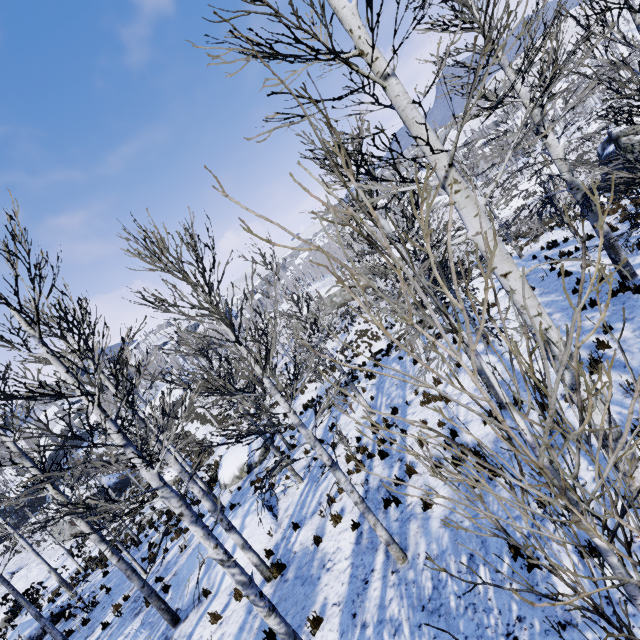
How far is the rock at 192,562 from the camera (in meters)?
10.12

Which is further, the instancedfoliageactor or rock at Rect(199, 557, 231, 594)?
rock at Rect(199, 557, 231, 594)

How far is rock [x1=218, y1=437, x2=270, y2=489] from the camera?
17.9m

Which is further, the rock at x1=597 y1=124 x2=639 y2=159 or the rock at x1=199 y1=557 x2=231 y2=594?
the rock at x1=597 y1=124 x2=639 y2=159

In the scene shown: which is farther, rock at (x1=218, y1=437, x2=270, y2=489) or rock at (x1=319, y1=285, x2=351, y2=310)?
rock at (x1=319, y1=285, x2=351, y2=310)

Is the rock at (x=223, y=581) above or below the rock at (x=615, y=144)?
below

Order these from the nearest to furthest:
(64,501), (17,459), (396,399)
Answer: (64,501) < (396,399) < (17,459)

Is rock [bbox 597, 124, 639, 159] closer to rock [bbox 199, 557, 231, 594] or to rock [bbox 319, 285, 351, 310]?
rock [bbox 199, 557, 231, 594]
